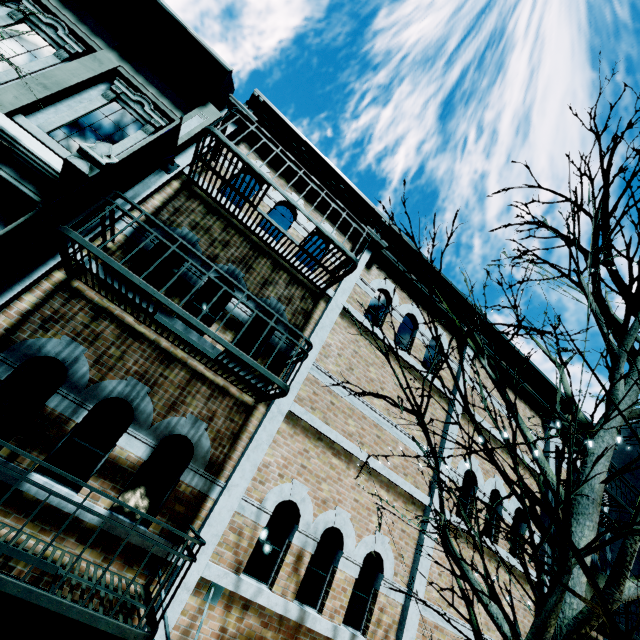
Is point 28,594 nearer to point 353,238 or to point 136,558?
point 136,558

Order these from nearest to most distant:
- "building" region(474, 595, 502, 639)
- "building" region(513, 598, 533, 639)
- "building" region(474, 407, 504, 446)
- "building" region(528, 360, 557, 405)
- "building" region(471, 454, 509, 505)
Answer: "building" region(474, 595, 502, 639)
"building" region(513, 598, 533, 639)
"building" region(471, 454, 509, 505)
"building" region(474, 407, 504, 446)
"building" region(528, 360, 557, 405)

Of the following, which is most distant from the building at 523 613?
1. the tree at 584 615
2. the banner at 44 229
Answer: the tree at 584 615

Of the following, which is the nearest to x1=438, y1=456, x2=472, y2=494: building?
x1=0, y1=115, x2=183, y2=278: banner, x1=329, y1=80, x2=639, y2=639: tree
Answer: x1=0, y1=115, x2=183, y2=278: banner

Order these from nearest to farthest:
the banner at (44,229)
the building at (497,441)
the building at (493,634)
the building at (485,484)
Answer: the banner at (44,229) → the building at (493,634) → the building at (485,484) → the building at (497,441)

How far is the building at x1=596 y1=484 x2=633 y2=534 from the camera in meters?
8.0 m
